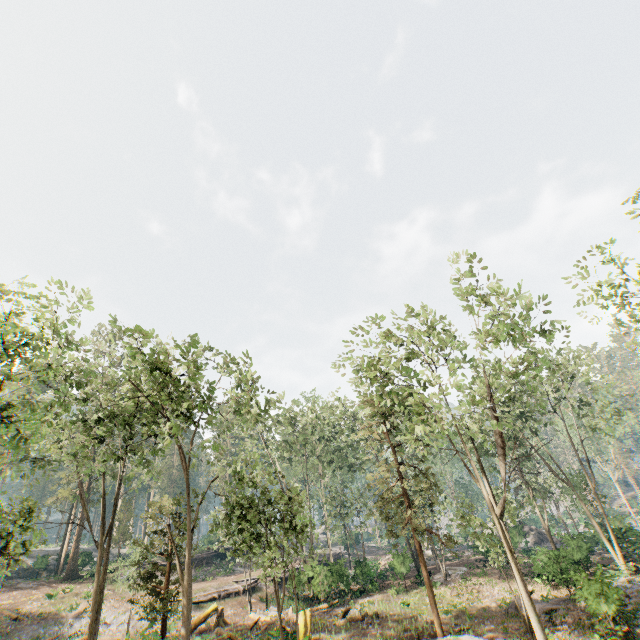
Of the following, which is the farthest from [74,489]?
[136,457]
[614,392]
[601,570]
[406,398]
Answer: [614,392]

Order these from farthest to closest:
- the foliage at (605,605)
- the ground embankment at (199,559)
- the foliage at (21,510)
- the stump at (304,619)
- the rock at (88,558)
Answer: the rock at (88,558) < the ground embankment at (199,559) < the stump at (304,619) < the foliage at (605,605) < the foliage at (21,510)

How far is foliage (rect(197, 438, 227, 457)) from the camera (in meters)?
16.78

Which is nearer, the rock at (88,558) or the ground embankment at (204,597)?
the ground embankment at (204,597)

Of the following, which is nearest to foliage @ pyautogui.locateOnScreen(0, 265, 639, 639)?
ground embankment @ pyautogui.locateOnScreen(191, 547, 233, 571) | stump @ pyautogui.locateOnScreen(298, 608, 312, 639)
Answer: ground embankment @ pyautogui.locateOnScreen(191, 547, 233, 571)

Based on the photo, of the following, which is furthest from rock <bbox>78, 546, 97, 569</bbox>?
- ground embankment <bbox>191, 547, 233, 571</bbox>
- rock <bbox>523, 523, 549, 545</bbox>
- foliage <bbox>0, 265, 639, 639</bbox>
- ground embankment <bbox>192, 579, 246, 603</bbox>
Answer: rock <bbox>523, 523, 549, 545</bbox>

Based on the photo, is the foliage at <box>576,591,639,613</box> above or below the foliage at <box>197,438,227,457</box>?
below

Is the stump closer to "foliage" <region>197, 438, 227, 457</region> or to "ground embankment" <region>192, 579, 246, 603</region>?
"foliage" <region>197, 438, 227, 457</region>
